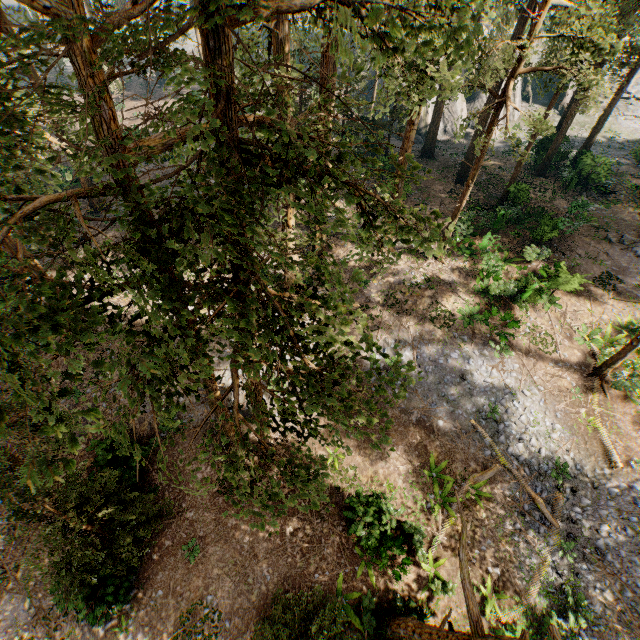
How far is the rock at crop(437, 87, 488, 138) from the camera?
38.4m

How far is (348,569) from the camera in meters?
14.2

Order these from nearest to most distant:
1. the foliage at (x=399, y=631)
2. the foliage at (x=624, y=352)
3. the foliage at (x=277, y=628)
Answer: the foliage at (x=399, y=631) < the foliage at (x=277, y=628) < the foliage at (x=624, y=352)

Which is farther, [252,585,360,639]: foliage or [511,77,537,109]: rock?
[511,77,537,109]: rock

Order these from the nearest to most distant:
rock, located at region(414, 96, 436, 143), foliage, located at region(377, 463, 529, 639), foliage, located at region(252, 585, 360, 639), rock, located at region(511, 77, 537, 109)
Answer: A:
1. foliage, located at region(377, 463, 529, 639)
2. foliage, located at region(252, 585, 360, 639)
3. rock, located at region(414, 96, 436, 143)
4. rock, located at region(511, 77, 537, 109)

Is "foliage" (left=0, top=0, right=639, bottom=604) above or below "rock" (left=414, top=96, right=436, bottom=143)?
above

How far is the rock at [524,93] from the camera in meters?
40.2 m
